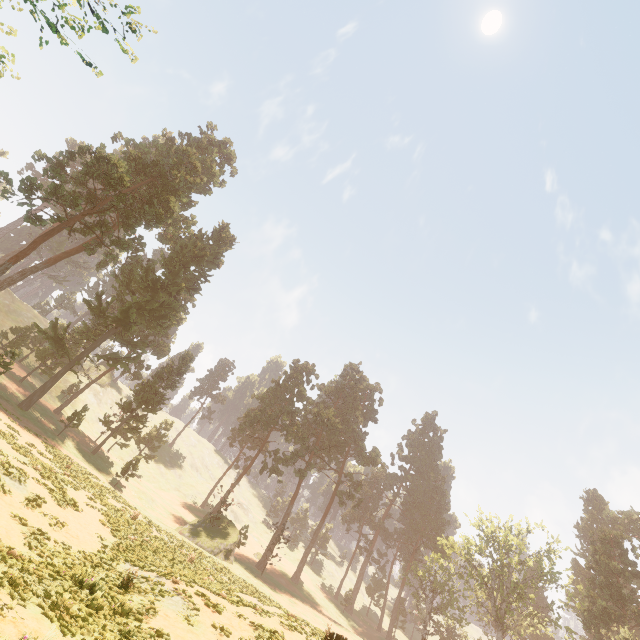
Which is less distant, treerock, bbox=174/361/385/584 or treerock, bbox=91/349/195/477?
treerock, bbox=174/361/385/584

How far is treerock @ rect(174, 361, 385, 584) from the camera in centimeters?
3594cm

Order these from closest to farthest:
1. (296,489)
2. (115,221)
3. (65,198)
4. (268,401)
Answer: (65,198) → (115,221) → (296,489) → (268,401)

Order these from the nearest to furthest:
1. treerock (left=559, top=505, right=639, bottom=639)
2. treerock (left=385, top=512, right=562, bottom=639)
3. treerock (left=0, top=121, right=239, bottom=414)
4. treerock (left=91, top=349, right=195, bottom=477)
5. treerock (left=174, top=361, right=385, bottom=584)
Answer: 1. treerock (left=0, top=121, right=239, bottom=414)
2. treerock (left=174, top=361, right=385, bottom=584)
3. treerock (left=559, top=505, right=639, bottom=639)
4. treerock (left=91, top=349, right=195, bottom=477)
5. treerock (left=385, top=512, right=562, bottom=639)

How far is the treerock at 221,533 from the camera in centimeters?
3594cm

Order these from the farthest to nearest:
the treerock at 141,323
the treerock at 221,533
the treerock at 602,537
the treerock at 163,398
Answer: the treerock at 163,398
the treerock at 602,537
the treerock at 221,533
the treerock at 141,323
